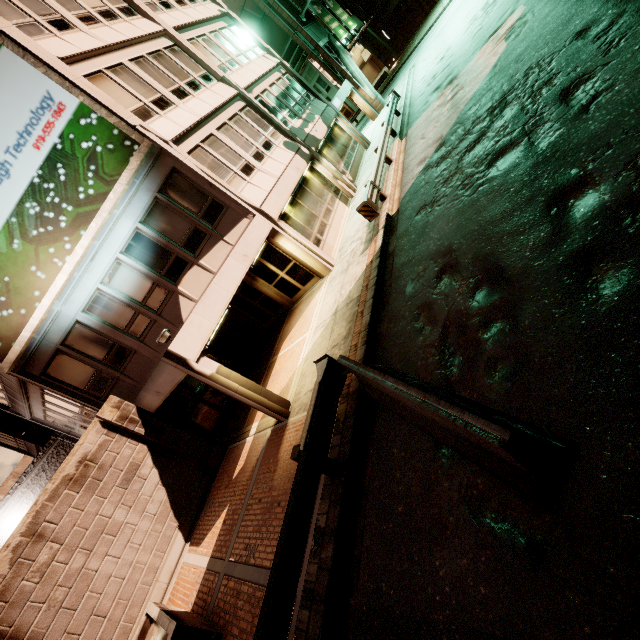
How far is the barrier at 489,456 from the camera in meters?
3.1

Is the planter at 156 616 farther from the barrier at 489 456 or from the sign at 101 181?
the sign at 101 181

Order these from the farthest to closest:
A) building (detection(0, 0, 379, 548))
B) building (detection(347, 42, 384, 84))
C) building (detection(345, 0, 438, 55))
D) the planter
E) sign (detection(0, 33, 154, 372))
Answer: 1. building (detection(347, 42, 384, 84))
2. building (detection(345, 0, 438, 55))
3. building (detection(0, 0, 379, 548))
4. sign (detection(0, 33, 154, 372))
5. the planter

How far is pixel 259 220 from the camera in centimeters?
1227cm

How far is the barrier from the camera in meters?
3.1 m

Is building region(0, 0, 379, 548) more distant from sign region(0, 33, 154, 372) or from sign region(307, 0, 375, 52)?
sign region(307, 0, 375, 52)

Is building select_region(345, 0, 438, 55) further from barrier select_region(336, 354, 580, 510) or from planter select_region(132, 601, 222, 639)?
planter select_region(132, 601, 222, 639)

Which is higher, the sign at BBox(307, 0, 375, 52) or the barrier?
the sign at BBox(307, 0, 375, 52)
